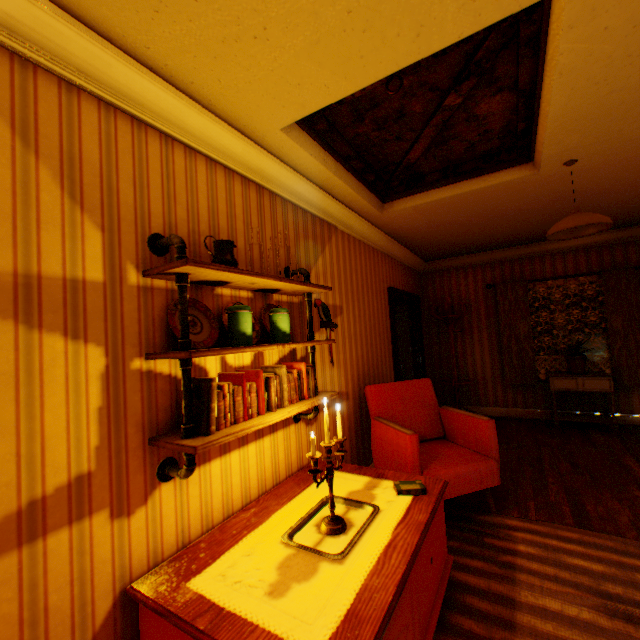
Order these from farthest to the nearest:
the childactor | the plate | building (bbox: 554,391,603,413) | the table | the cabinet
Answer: the childactor
building (bbox: 554,391,603,413)
the cabinet
the plate
the table

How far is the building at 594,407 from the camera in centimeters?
541cm

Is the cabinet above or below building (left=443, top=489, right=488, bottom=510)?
above

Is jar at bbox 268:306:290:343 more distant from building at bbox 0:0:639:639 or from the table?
the table

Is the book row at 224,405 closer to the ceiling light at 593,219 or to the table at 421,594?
the table at 421,594

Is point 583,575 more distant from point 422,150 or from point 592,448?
point 422,150

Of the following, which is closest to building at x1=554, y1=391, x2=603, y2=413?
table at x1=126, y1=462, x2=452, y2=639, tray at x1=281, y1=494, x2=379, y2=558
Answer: table at x1=126, y1=462, x2=452, y2=639
